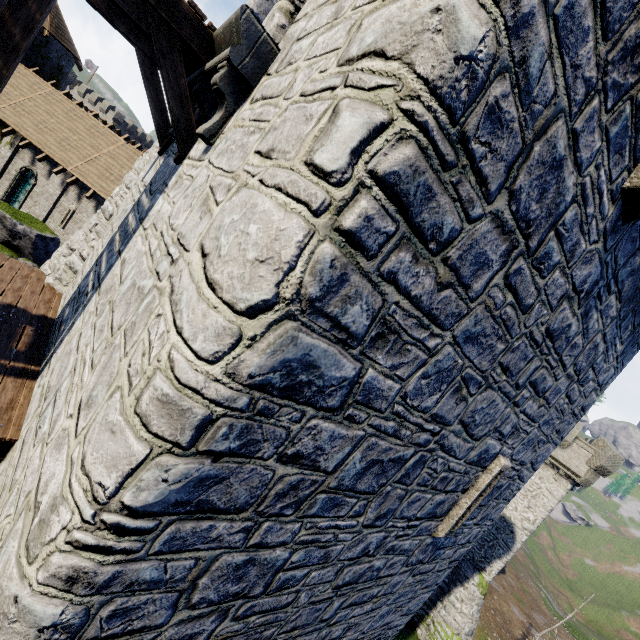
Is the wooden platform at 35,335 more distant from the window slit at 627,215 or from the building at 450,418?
the window slit at 627,215

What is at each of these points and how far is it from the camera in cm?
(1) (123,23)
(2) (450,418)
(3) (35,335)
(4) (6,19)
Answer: (1) wooden platform, 573
(2) building, 424
(3) wooden platform, 613
(4) stairs, 438

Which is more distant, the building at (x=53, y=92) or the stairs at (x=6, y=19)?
the building at (x=53, y=92)

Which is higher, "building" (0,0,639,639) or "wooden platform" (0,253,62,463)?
"building" (0,0,639,639)

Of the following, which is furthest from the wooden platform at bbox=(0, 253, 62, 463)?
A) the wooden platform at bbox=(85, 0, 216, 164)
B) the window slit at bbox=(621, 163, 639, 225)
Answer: the window slit at bbox=(621, 163, 639, 225)

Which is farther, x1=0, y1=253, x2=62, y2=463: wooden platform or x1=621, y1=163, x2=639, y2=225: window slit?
x1=0, y1=253, x2=62, y2=463: wooden platform

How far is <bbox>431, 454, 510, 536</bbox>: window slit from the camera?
5.98m

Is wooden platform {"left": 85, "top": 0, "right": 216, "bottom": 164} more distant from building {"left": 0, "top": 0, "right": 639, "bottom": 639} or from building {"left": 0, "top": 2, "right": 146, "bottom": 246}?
building {"left": 0, "top": 2, "right": 146, "bottom": 246}
